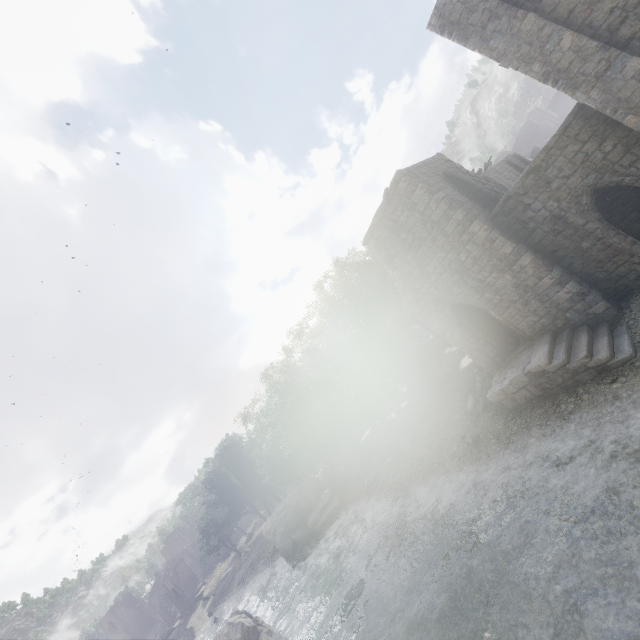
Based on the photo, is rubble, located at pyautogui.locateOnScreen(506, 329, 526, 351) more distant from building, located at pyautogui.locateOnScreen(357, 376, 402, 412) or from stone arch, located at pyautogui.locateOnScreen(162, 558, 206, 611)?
stone arch, located at pyautogui.locateOnScreen(162, 558, 206, 611)

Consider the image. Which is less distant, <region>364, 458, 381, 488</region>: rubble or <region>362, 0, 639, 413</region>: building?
<region>362, 0, 639, 413</region>: building

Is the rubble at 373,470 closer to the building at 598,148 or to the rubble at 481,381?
the rubble at 481,381

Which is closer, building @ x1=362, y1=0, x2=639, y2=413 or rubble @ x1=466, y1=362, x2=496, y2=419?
building @ x1=362, y1=0, x2=639, y2=413

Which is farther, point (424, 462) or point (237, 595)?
point (237, 595)

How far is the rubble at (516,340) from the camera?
16.03m

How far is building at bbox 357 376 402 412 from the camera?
40.91m

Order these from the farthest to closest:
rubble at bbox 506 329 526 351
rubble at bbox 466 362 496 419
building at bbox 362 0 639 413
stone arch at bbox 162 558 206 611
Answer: stone arch at bbox 162 558 206 611
rubble at bbox 466 362 496 419
rubble at bbox 506 329 526 351
building at bbox 362 0 639 413
